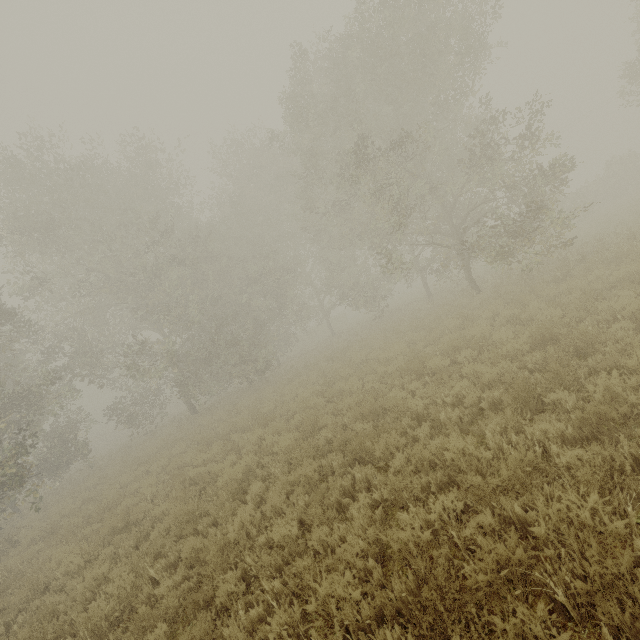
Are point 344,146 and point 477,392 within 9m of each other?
no

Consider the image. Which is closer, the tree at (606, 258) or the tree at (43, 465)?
the tree at (606, 258)

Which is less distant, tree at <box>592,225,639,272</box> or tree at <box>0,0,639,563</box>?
tree at <box>592,225,639,272</box>

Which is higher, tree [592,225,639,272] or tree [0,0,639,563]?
tree [0,0,639,563]

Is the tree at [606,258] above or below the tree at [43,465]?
below
